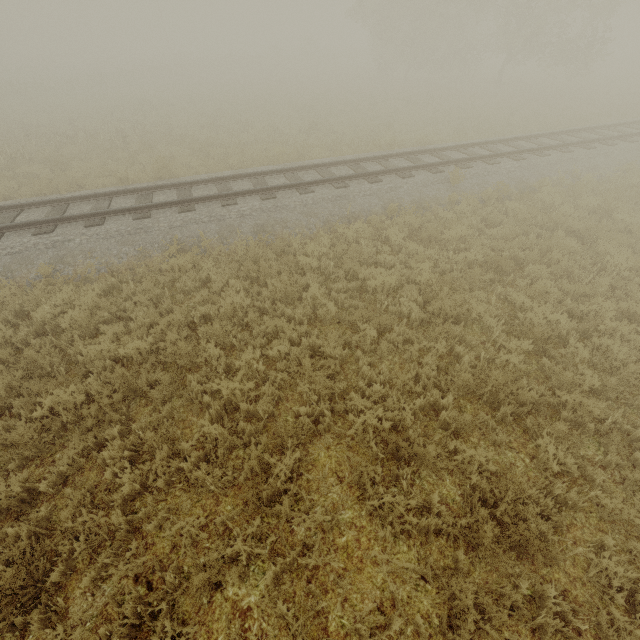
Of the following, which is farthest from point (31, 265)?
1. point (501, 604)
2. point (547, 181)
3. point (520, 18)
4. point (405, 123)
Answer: point (520, 18)
